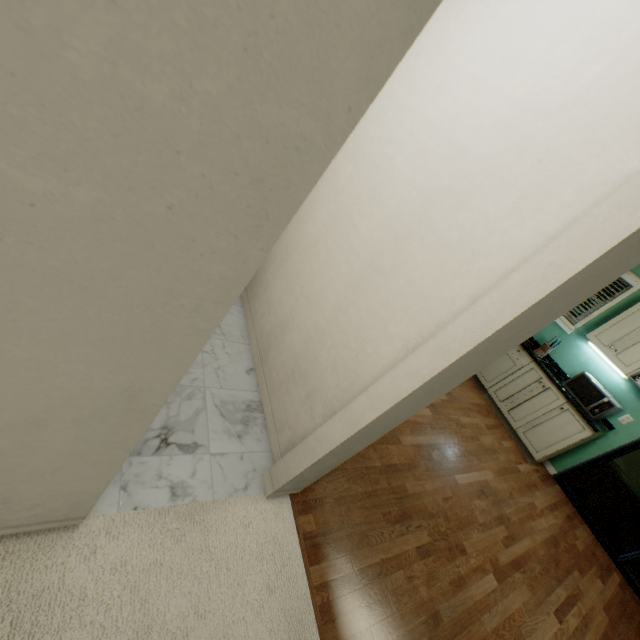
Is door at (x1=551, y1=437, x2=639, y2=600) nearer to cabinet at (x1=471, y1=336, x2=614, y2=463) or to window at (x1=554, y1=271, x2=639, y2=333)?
cabinet at (x1=471, y1=336, x2=614, y2=463)

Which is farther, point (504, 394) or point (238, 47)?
point (504, 394)

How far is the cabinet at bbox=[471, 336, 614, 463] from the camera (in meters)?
3.79

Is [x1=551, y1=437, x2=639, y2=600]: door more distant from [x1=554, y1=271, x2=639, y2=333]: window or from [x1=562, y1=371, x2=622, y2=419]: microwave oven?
[x1=554, y1=271, x2=639, y2=333]: window

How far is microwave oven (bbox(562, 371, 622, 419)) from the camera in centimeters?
369cm

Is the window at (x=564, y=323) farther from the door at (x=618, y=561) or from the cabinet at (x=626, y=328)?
the door at (x=618, y=561)

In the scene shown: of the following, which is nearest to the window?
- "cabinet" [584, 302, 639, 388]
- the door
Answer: "cabinet" [584, 302, 639, 388]

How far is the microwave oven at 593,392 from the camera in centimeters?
369cm
